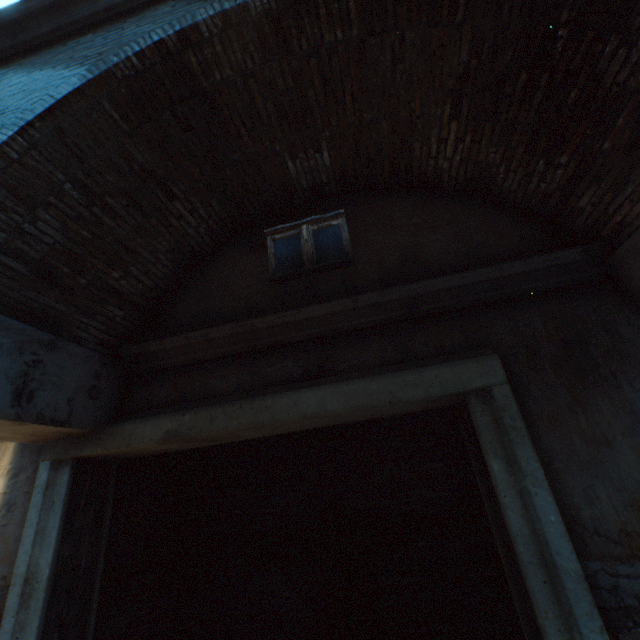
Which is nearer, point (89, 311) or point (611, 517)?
point (611, 517)

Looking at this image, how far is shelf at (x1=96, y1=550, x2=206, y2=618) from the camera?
3.4 meters

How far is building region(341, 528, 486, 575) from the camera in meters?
4.3 m

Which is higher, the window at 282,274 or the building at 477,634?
the window at 282,274

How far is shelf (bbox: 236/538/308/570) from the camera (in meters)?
4.49

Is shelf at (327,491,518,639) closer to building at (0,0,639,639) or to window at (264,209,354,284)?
window at (264,209,354,284)

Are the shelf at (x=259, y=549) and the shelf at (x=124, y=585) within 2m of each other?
yes

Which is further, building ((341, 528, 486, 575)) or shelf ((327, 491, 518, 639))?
building ((341, 528, 486, 575))
